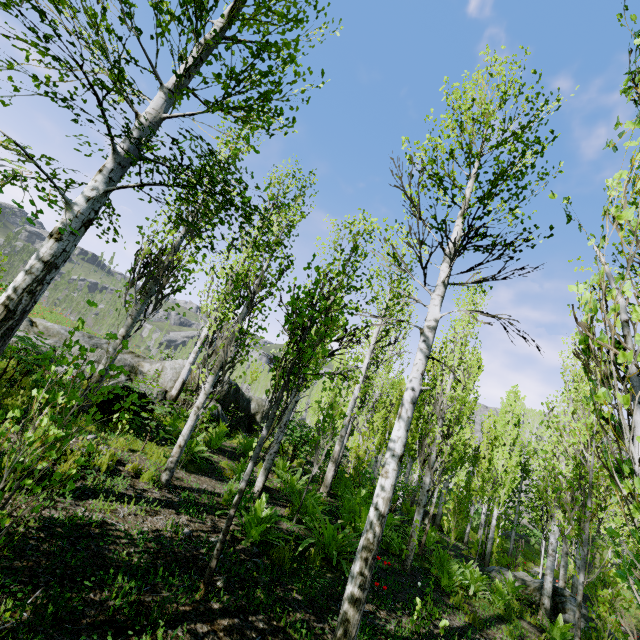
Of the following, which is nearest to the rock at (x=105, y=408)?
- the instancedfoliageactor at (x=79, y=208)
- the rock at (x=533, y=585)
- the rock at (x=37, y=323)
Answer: the instancedfoliageactor at (x=79, y=208)

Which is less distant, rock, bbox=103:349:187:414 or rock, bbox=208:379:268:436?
rock, bbox=103:349:187:414

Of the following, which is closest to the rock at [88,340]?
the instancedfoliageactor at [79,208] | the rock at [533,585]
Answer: the instancedfoliageactor at [79,208]

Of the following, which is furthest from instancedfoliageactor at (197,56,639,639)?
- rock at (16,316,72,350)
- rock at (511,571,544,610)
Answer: rock at (511,571,544,610)

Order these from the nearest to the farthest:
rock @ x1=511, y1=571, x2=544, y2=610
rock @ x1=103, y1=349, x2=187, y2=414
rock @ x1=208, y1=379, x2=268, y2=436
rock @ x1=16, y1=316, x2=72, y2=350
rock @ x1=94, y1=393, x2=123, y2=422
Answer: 1. rock @ x1=94, y1=393, x2=123, y2=422
2. rock @ x1=103, y1=349, x2=187, y2=414
3. rock @ x1=511, y1=571, x2=544, y2=610
4. rock @ x1=16, y1=316, x2=72, y2=350
5. rock @ x1=208, y1=379, x2=268, y2=436

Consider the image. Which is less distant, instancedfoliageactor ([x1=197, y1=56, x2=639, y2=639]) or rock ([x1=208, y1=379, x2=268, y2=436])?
instancedfoliageactor ([x1=197, y1=56, x2=639, y2=639])

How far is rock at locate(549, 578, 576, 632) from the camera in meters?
9.3 m

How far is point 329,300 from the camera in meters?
21.6 m
